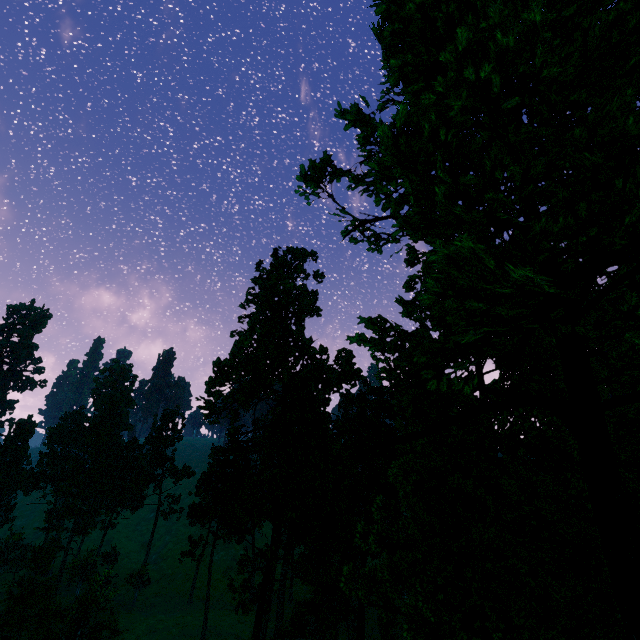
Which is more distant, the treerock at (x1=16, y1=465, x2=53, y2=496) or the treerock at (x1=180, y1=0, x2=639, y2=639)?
the treerock at (x1=16, y1=465, x2=53, y2=496)

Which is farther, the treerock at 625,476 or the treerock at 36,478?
the treerock at 36,478

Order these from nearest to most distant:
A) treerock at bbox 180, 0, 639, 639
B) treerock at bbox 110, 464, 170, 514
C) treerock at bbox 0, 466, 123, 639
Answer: treerock at bbox 180, 0, 639, 639 < treerock at bbox 0, 466, 123, 639 < treerock at bbox 110, 464, 170, 514

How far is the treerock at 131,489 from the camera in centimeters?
5699cm

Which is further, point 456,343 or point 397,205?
point 456,343

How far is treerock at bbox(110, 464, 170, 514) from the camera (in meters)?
56.99
